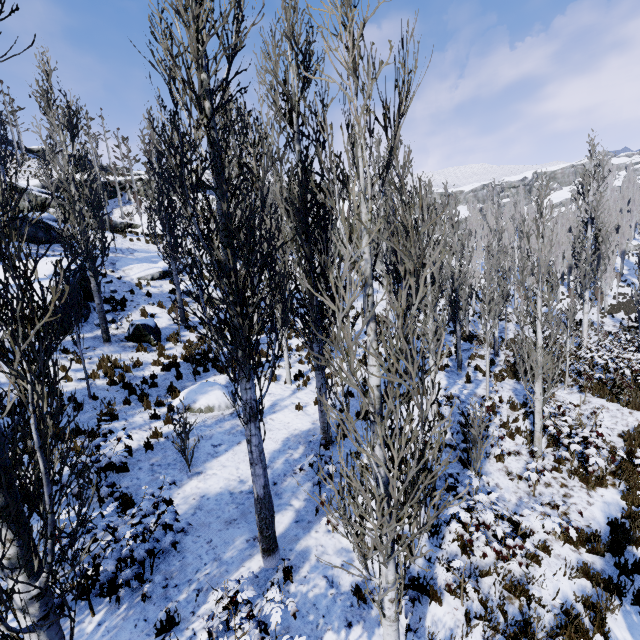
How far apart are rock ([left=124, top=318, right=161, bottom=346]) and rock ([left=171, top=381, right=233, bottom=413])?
3.4 meters

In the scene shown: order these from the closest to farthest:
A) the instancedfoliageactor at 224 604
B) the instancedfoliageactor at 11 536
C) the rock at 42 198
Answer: the instancedfoliageactor at 11 536
the instancedfoliageactor at 224 604
the rock at 42 198

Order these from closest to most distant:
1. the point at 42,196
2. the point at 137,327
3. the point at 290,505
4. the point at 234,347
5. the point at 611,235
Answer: the point at 234,347 → the point at 290,505 → the point at 137,327 → the point at 611,235 → the point at 42,196

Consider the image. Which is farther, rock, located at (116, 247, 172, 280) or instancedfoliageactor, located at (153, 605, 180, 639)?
rock, located at (116, 247, 172, 280)

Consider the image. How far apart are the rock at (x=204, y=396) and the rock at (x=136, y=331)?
3.4m

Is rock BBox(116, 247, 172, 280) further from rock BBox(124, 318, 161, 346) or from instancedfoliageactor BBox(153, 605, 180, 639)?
rock BBox(124, 318, 161, 346)

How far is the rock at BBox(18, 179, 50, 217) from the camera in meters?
23.9 m

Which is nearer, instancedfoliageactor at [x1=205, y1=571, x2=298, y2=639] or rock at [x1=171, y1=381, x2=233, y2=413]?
instancedfoliageactor at [x1=205, y1=571, x2=298, y2=639]
